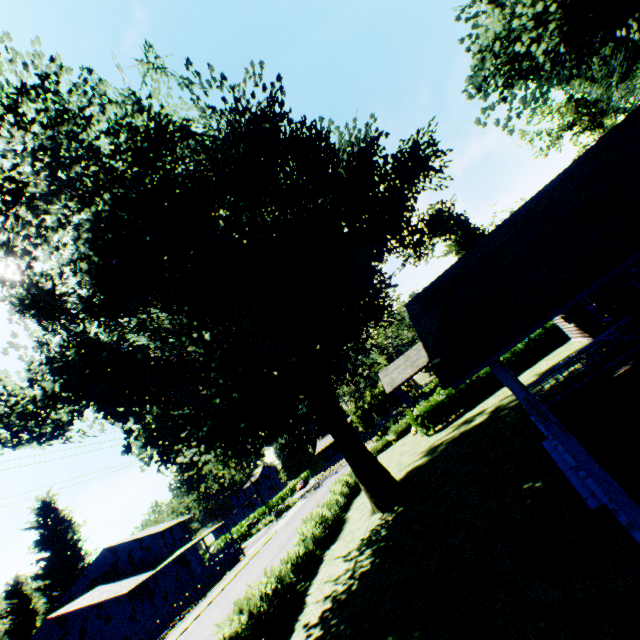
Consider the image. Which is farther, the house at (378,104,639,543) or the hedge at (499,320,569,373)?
the hedge at (499,320,569,373)

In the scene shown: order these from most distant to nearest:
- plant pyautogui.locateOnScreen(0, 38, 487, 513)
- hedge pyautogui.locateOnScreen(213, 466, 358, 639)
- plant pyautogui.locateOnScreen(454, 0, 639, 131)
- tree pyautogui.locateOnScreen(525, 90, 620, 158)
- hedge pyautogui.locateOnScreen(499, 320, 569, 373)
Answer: tree pyautogui.locateOnScreen(525, 90, 620, 158) → hedge pyautogui.locateOnScreen(499, 320, 569, 373) → plant pyautogui.locateOnScreen(454, 0, 639, 131) → hedge pyautogui.locateOnScreen(213, 466, 358, 639) → plant pyautogui.locateOnScreen(0, 38, 487, 513)

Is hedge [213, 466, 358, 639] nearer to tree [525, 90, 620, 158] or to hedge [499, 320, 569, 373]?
hedge [499, 320, 569, 373]

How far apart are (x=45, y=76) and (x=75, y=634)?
41.8 meters

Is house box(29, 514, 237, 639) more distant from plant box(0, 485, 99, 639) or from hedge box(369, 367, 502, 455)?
hedge box(369, 367, 502, 455)

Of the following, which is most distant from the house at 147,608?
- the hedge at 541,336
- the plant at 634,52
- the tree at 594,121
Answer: the tree at 594,121

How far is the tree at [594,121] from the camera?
35.03m

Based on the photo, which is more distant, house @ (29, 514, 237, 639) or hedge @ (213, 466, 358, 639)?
house @ (29, 514, 237, 639)
